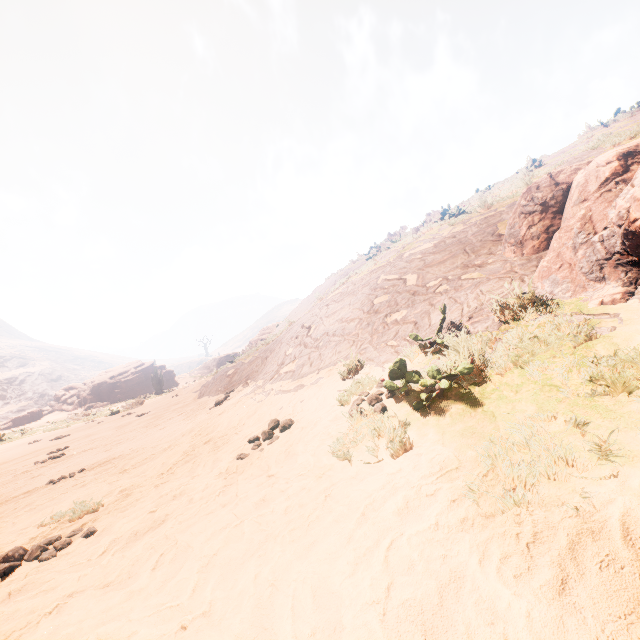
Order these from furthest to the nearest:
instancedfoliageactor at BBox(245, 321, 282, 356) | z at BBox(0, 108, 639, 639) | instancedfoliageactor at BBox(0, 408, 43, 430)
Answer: instancedfoliageactor at BBox(0, 408, 43, 430) → instancedfoliageactor at BBox(245, 321, 282, 356) → z at BBox(0, 108, 639, 639)

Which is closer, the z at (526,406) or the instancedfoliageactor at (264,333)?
the z at (526,406)

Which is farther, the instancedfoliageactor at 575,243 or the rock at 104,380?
the rock at 104,380

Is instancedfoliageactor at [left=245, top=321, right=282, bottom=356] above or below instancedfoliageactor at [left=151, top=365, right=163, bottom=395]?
above

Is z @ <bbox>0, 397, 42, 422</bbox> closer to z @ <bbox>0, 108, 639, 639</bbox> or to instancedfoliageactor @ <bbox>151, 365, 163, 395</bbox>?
z @ <bbox>0, 108, 639, 639</bbox>

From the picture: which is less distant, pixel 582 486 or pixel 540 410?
pixel 582 486

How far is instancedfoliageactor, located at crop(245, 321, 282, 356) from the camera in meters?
15.2
